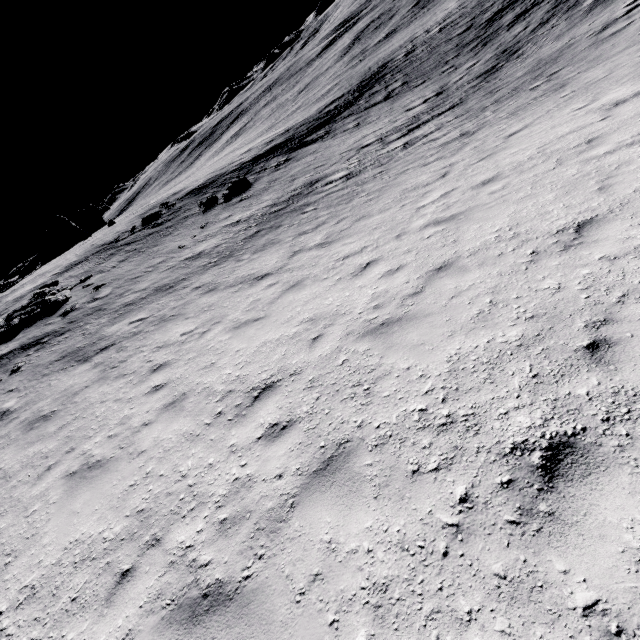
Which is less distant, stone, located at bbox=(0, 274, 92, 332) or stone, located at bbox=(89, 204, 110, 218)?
stone, located at bbox=(0, 274, 92, 332)

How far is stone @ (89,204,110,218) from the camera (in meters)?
49.00

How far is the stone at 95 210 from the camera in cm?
4900

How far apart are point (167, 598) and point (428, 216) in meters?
9.1

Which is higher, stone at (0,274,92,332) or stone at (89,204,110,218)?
stone at (89,204,110,218)

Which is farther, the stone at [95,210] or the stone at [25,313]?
the stone at [95,210]
